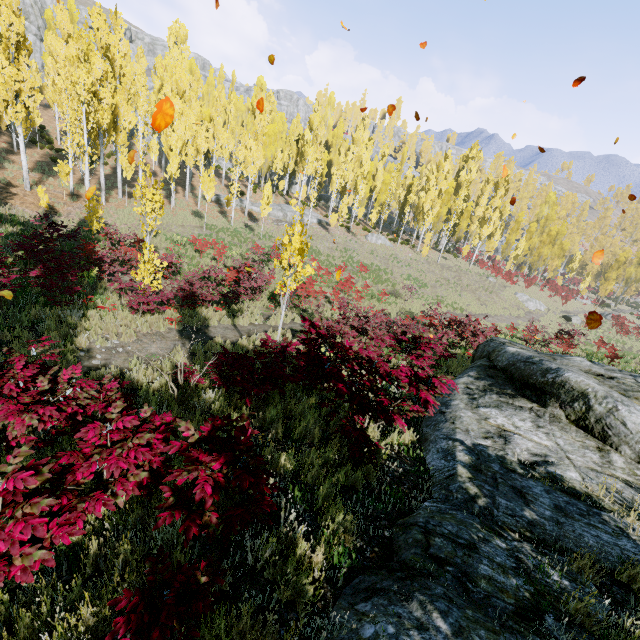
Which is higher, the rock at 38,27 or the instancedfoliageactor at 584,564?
the rock at 38,27

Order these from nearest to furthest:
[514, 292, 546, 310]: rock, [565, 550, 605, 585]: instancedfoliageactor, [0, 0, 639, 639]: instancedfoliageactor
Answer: [0, 0, 639, 639]: instancedfoliageactor < [565, 550, 605, 585]: instancedfoliageactor < [514, 292, 546, 310]: rock

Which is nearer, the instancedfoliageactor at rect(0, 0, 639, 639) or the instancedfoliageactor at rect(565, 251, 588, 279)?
the instancedfoliageactor at rect(0, 0, 639, 639)

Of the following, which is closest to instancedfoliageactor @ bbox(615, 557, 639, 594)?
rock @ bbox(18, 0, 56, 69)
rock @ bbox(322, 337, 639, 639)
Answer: rock @ bbox(18, 0, 56, 69)

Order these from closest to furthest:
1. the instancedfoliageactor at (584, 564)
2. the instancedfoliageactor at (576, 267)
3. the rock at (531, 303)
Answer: the instancedfoliageactor at (584, 564) → the rock at (531, 303) → the instancedfoliageactor at (576, 267)

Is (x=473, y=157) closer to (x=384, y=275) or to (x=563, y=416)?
(x=384, y=275)

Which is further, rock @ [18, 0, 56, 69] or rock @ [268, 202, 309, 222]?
rock @ [18, 0, 56, 69]
